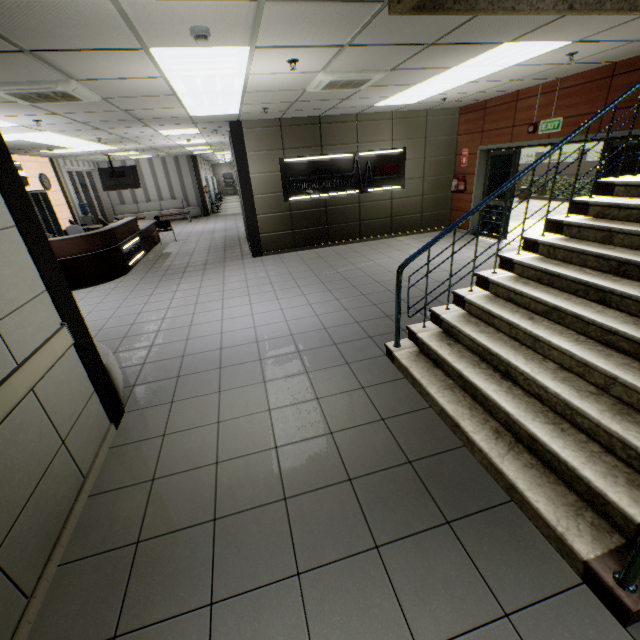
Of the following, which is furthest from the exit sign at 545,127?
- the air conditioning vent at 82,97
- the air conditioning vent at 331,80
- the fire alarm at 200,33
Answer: the air conditioning vent at 82,97

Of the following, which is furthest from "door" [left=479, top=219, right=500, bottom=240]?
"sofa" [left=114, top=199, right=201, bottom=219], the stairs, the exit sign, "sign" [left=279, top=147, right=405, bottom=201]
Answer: "sofa" [left=114, top=199, right=201, bottom=219]

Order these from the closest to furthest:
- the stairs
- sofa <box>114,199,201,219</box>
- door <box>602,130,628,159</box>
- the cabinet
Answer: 1. the stairs
2. door <box>602,130,628,159</box>
3. the cabinet
4. sofa <box>114,199,201,219</box>

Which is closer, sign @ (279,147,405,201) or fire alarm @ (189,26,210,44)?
fire alarm @ (189,26,210,44)

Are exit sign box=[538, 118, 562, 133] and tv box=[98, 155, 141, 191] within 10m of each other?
no

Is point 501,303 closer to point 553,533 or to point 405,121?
point 553,533

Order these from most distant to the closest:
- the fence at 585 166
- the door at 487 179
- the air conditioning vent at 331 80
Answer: the fence at 585 166
the door at 487 179
the air conditioning vent at 331 80

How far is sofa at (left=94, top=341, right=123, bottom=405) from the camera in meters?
3.2
